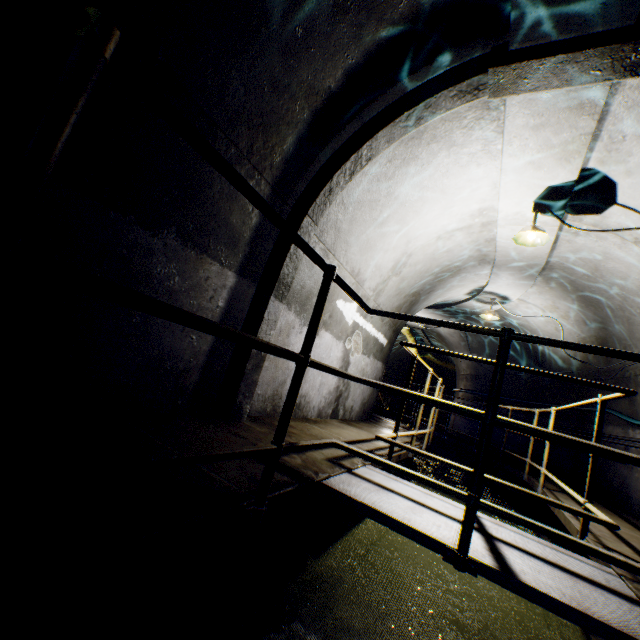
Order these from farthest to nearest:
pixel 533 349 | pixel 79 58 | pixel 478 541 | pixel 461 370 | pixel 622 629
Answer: pixel 461 370
pixel 533 349
pixel 478 541
pixel 622 629
pixel 79 58

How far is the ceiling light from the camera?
4.3 meters

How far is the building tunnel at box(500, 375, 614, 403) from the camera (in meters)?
7.10

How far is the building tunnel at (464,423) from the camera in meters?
10.6 m

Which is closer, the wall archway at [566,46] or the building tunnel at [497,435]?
the wall archway at [566,46]

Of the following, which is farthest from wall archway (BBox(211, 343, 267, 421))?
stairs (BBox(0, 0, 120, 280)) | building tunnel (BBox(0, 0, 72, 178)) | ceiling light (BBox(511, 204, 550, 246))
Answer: stairs (BBox(0, 0, 120, 280))

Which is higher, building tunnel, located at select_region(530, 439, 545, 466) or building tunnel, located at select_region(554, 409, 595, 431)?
building tunnel, located at select_region(554, 409, 595, 431)
